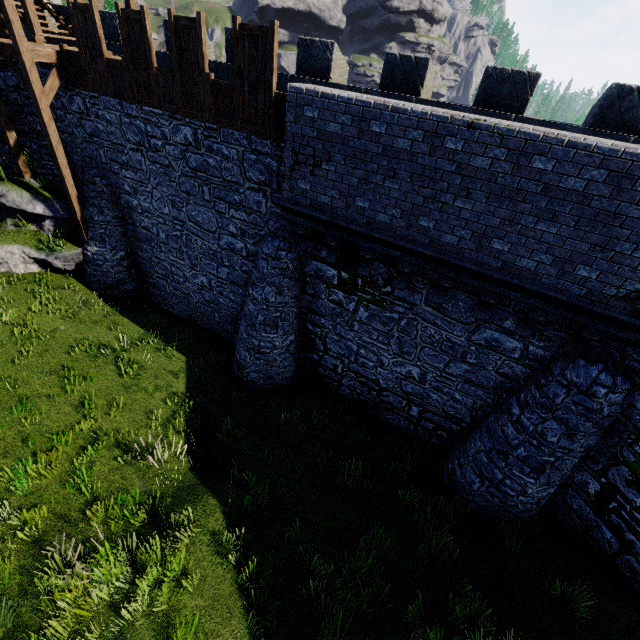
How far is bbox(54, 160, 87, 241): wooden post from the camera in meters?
11.3

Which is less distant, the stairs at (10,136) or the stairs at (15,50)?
the stairs at (15,50)

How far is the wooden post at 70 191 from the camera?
11.3 meters

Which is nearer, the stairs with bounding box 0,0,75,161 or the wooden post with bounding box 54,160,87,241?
the stairs with bounding box 0,0,75,161

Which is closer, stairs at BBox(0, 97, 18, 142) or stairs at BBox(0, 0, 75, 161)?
stairs at BBox(0, 0, 75, 161)

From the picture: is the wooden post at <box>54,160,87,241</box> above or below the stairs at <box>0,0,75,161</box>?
below

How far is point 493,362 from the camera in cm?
816

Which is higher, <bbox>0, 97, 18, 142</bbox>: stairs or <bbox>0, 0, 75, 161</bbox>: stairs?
<bbox>0, 0, 75, 161</bbox>: stairs
